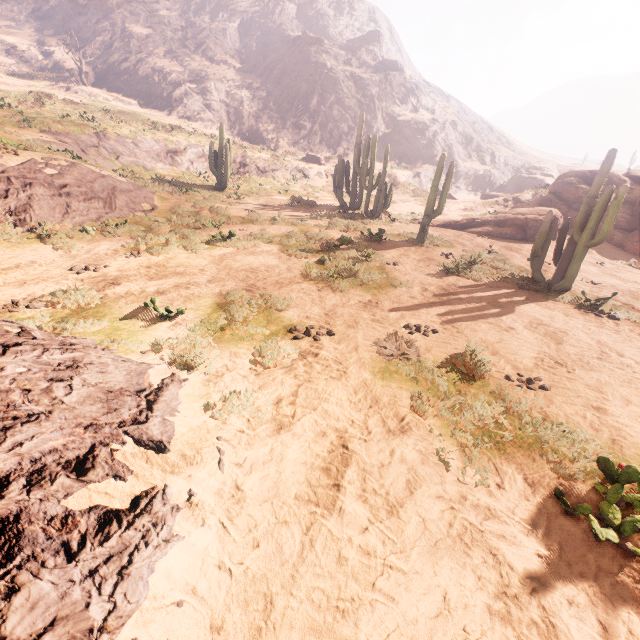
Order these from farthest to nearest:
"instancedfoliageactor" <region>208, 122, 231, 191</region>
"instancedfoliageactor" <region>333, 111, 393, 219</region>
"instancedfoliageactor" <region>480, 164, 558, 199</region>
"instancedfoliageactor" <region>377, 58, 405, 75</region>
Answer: "instancedfoliageactor" <region>377, 58, 405, 75</region> → "instancedfoliageactor" <region>480, 164, 558, 199</region> → "instancedfoliageactor" <region>208, 122, 231, 191</region> → "instancedfoliageactor" <region>333, 111, 393, 219</region>

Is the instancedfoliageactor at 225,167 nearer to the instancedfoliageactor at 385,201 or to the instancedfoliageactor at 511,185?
the instancedfoliageactor at 385,201

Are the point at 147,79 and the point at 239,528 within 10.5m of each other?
no

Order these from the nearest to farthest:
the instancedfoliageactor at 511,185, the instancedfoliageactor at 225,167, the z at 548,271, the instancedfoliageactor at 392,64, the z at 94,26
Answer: the z at 94,26 → the z at 548,271 → the instancedfoliageactor at 225,167 → the instancedfoliageactor at 511,185 → the instancedfoliageactor at 392,64

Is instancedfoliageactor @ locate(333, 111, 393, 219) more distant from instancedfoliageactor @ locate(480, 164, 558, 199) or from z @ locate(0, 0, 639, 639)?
instancedfoliageactor @ locate(480, 164, 558, 199)

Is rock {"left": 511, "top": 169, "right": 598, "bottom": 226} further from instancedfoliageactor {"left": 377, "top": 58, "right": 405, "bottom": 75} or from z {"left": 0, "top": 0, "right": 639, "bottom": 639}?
instancedfoliageactor {"left": 377, "top": 58, "right": 405, "bottom": 75}

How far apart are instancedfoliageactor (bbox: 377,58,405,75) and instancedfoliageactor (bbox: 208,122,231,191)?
50.44m

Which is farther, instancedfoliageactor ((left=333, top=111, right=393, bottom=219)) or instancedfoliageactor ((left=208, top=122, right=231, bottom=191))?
instancedfoliageactor ((left=208, top=122, right=231, bottom=191))
